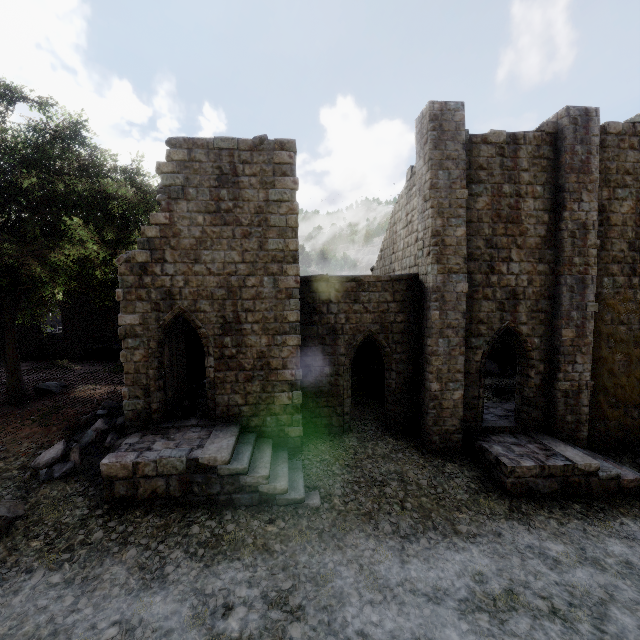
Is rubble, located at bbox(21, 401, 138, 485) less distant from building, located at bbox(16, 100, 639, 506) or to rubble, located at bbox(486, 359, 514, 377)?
building, located at bbox(16, 100, 639, 506)

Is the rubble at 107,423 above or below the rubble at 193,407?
below

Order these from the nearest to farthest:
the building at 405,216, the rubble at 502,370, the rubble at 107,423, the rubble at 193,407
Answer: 1. the rubble at 107,423
2. the building at 405,216
3. the rubble at 193,407
4. the rubble at 502,370

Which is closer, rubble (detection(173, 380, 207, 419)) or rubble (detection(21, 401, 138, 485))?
rubble (detection(21, 401, 138, 485))

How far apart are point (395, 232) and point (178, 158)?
10.44m

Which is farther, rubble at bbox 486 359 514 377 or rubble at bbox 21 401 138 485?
rubble at bbox 486 359 514 377

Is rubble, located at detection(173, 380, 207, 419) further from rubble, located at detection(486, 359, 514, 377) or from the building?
rubble, located at detection(486, 359, 514, 377)

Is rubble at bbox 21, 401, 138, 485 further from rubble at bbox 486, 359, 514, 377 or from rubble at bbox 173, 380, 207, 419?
rubble at bbox 486, 359, 514, 377
